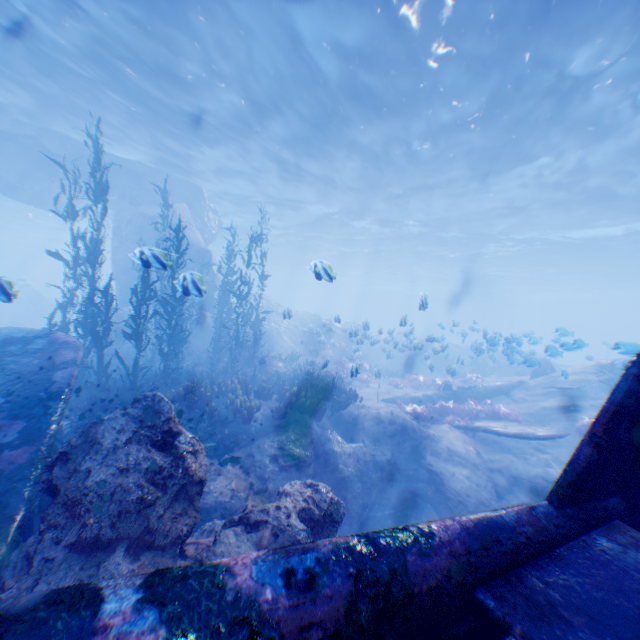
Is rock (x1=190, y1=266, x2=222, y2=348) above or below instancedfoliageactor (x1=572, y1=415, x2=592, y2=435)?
above

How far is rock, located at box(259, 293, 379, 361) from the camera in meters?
15.1

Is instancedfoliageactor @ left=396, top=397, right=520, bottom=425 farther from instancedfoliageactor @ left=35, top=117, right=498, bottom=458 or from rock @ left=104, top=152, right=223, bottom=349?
instancedfoliageactor @ left=35, top=117, right=498, bottom=458

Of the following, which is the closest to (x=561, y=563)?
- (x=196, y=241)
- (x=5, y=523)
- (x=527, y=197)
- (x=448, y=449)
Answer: (x=5, y=523)

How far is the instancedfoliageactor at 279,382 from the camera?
8.02m

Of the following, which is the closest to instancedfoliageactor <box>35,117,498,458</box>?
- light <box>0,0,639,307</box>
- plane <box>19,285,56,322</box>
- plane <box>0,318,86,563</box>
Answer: plane <box>0,318,86,563</box>

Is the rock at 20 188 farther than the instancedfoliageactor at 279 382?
Yes

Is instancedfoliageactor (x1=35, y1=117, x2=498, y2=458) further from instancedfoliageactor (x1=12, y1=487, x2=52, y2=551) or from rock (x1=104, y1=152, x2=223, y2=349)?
instancedfoliageactor (x1=12, y1=487, x2=52, y2=551)
